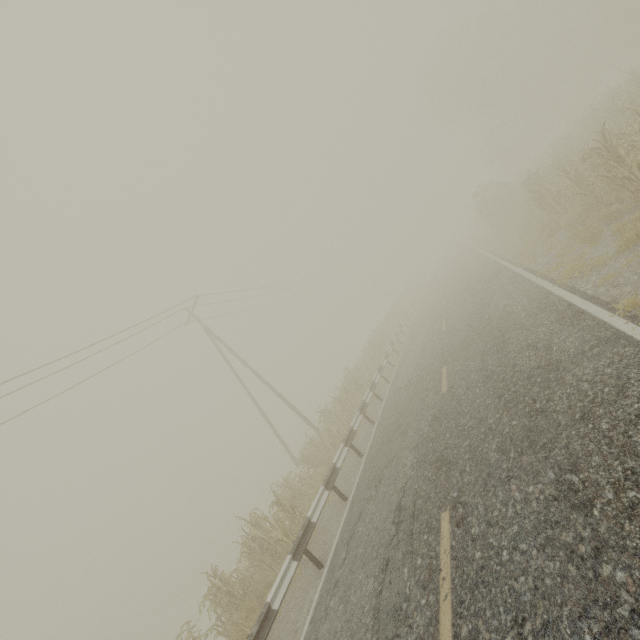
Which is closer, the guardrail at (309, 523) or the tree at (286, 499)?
the guardrail at (309, 523)

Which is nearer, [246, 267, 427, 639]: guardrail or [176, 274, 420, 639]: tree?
[246, 267, 427, 639]: guardrail

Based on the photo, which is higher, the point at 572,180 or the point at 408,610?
the point at 572,180
